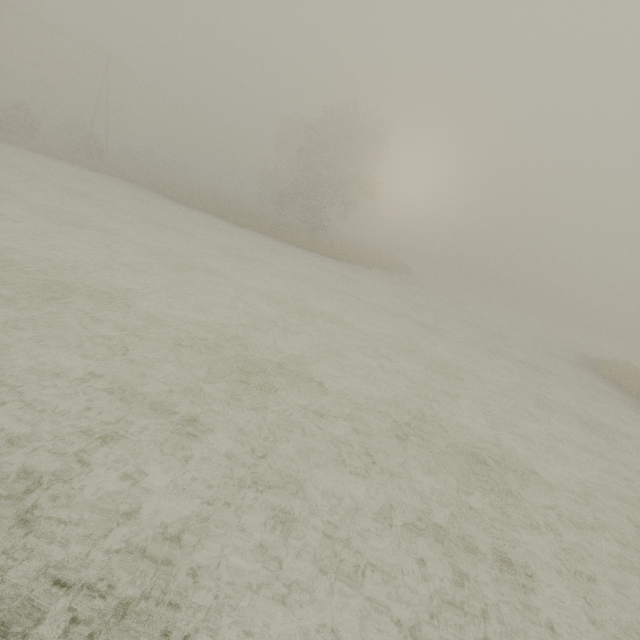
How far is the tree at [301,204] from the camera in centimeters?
3372cm

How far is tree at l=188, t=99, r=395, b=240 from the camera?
33.7 meters

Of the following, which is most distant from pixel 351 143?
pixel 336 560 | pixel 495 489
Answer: pixel 336 560
